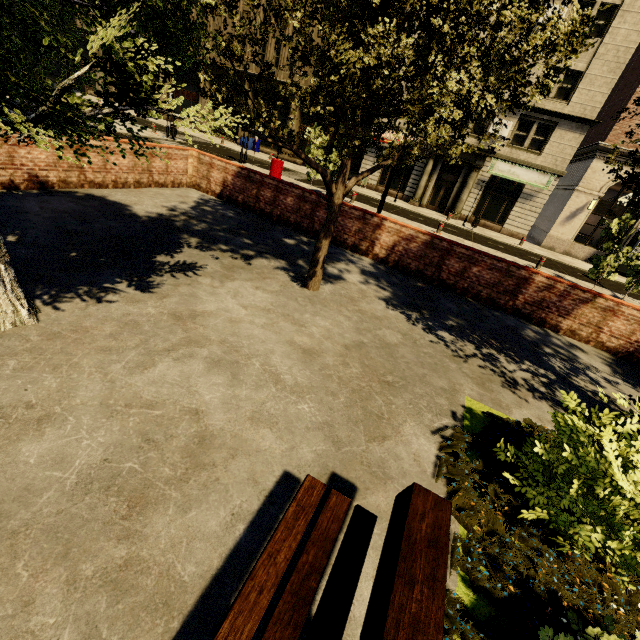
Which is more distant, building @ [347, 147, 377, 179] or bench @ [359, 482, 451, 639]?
building @ [347, 147, 377, 179]

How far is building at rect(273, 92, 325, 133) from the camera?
27.7 meters

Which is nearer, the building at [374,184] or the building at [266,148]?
the building at [374,184]

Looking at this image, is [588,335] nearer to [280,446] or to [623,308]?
[623,308]

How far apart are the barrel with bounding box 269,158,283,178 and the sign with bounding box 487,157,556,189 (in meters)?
15.84

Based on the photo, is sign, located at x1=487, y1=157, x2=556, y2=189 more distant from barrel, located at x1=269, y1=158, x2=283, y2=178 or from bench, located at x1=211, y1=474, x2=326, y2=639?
bench, located at x1=211, y1=474, x2=326, y2=639

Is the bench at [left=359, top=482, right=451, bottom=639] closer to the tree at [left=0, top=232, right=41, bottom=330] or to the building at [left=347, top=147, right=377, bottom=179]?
the tree at [left=0, top=232, right=41, bottom=330]

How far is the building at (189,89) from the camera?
31.3m
